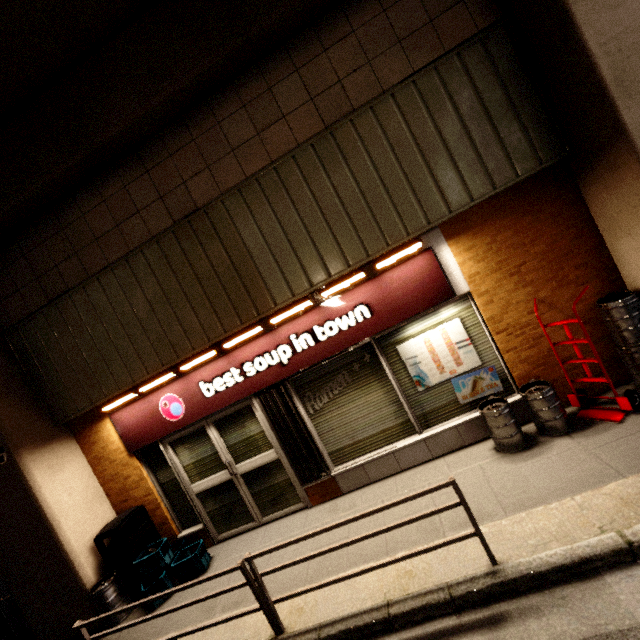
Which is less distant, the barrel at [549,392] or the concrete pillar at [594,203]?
the concrete pillar at [594,203]

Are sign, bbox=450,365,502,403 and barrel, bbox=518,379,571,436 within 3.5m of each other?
yes

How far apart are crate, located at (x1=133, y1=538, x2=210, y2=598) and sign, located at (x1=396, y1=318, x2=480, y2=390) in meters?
4.6 m

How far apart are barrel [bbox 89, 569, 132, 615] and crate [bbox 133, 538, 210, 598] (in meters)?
0.29

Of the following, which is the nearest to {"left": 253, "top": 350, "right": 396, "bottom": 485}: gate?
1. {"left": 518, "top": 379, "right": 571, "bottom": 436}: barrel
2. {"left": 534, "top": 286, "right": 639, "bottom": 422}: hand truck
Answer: {"left": 518, "top": 379, "right": 571, "bottom": 436}: barrel

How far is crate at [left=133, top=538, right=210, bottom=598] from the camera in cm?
477

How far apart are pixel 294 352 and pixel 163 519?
3.81m

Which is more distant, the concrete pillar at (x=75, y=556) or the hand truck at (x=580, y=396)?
the concrete pillar at (x=75, y=556)
